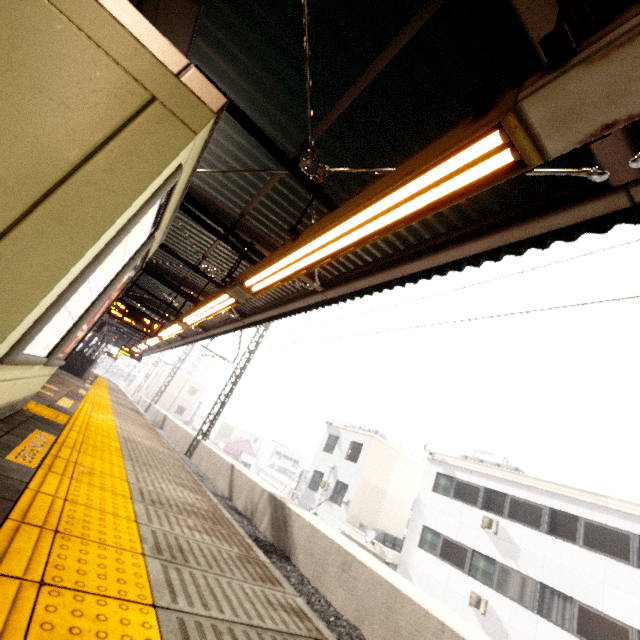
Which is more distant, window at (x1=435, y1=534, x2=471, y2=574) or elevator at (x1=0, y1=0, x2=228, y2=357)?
window at (x1=435, y1=534, x2=471, y2=574)

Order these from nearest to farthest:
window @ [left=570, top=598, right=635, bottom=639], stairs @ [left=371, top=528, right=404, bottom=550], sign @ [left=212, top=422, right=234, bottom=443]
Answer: window @ [left=570, top=598, right=635, bottom=639] → stairs @ [left=371, top=528, right=404, bottom=550] → sign @ [left=212, top=422, right=234, bottom=443]

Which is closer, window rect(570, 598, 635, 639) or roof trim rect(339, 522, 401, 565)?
window rect(570, 598, 635, 639)

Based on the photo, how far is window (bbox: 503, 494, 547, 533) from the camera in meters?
14.6

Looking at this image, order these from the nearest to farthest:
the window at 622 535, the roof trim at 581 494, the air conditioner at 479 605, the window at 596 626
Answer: the window at 596 626, the window at 622 535, the roof trim at 581 494, the air conditioner at 479 605

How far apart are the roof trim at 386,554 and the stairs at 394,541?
0.7 meters

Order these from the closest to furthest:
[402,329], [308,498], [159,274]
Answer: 1. [402,329]
2. [159,274]
3. [308,498]

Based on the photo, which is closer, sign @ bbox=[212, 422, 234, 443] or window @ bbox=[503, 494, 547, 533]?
window @ bbox=[503, 494, 547, 533]
